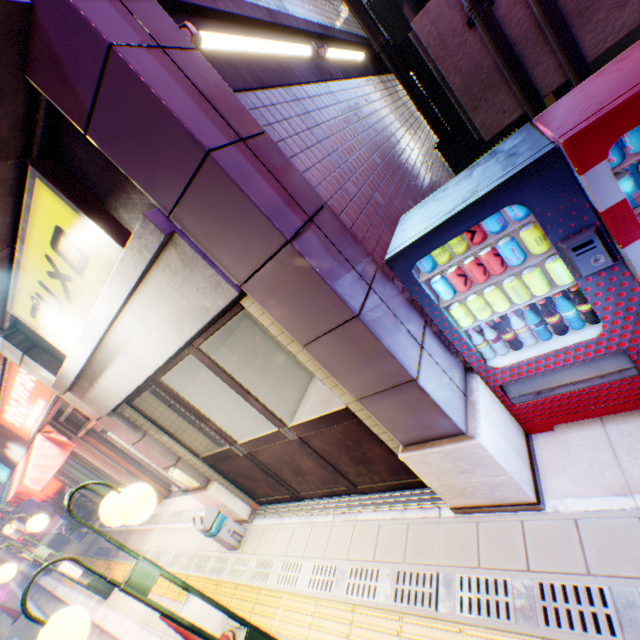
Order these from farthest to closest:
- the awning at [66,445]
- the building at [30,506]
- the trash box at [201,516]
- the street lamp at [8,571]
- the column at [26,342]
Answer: the building at [30,506], the awning at [66,445], the street lamp at [8,571], the trash box at [201,516], the column at [26,342]

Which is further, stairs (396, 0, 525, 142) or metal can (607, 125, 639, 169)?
stairs (396, 0, 525, 142)

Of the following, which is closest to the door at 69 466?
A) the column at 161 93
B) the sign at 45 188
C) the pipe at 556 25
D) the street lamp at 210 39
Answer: the sign at 45 188

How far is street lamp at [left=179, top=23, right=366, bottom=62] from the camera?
2.00m

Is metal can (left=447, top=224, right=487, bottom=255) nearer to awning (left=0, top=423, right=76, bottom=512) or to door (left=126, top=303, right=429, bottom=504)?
door (left=126, top=303, right=429, bottom=504)

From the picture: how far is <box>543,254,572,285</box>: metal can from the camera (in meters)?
2.04

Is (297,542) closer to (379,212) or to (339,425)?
(339,425)

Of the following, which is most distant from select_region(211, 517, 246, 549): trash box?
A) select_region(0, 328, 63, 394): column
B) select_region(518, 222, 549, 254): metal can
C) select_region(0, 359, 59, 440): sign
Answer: select_region(518, 222, 549, 254): metal can
